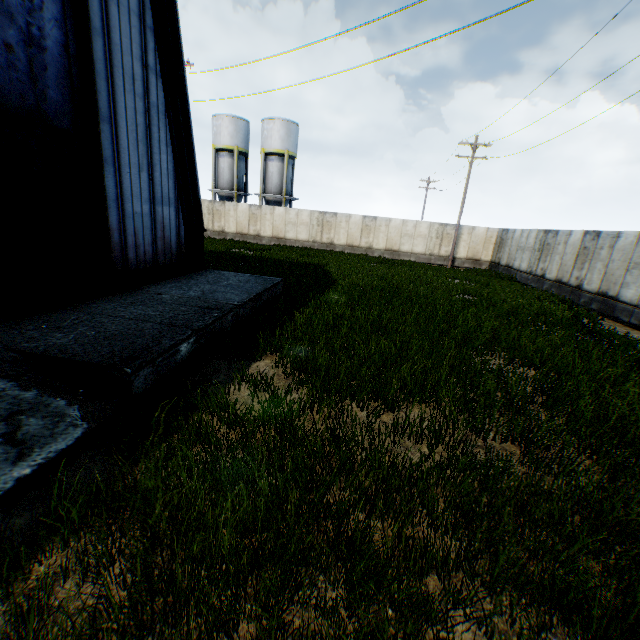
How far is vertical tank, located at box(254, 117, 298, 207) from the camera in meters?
34.0

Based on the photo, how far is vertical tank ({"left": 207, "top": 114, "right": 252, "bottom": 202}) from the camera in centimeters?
3469cm

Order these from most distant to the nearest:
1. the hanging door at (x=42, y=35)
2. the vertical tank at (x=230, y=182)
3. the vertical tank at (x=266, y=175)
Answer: the vertical tank at (x=230, y=182), the vertical tank at (x=266, y=175), the hanging door at (x=42, y=35)

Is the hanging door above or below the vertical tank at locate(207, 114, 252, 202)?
below

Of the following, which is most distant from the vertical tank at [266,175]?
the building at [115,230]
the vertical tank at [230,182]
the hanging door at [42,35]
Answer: the hanging door at [42,35]

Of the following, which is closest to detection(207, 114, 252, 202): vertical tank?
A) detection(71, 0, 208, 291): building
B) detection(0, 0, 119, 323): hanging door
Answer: detection(71, 0, 208, 291): building

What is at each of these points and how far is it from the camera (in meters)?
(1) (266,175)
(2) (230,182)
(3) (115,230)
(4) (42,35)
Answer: (1) vertical tank, 36.03
(2) vertical tank, 36.69
(3) building, 8.32
(4) hanging door, 5.96

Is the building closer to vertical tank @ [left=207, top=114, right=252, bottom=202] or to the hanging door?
the hanging door
